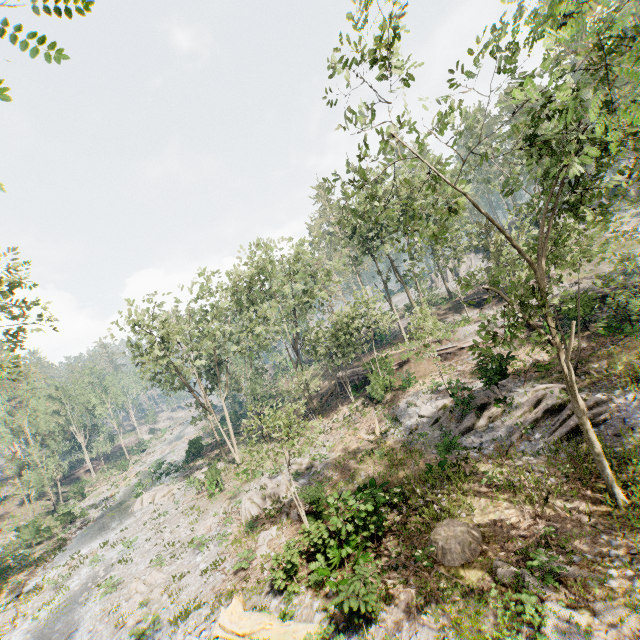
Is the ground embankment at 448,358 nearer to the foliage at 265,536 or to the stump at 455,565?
the foliage at 265,536

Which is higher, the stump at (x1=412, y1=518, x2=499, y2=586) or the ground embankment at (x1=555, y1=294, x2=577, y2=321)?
the ground embankment at (x1=555, y1=294, x2=577, y2=321)

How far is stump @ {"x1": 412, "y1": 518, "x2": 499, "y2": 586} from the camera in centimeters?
1042cm

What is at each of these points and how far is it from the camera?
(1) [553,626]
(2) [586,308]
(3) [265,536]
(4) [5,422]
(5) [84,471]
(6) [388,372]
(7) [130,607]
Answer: (1) foliage, 8.0 meters
(2) ground embankment, 22.1 meters
(3) foliage, 17.2 meters
(4) foliage, 45.2 meters
(5) ground embankment, 57.6 meters
(6) ground embankment, 30.1 meters
(7) foliage, 16.0 meters

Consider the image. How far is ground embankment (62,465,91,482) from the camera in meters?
54.8 m

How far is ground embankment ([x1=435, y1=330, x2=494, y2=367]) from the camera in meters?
26.7

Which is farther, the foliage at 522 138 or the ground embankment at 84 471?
the ground embankment at 84 471

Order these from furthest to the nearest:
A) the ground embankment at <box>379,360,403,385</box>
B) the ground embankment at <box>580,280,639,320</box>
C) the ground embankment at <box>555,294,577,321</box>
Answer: the ground embankment at <box>379,360,403,385</box>
the ground embankment at <box>555,294,577,321</box>
the ground embankment at <box>580,280,639,320</box>
